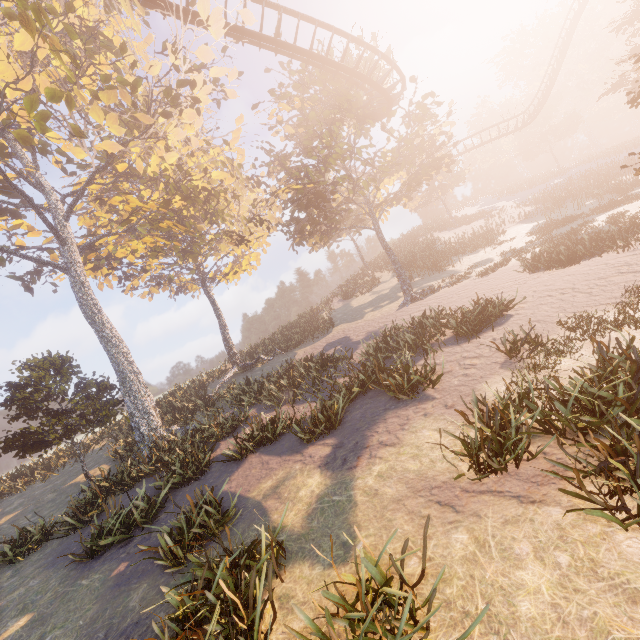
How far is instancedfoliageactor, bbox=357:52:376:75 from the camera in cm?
1834

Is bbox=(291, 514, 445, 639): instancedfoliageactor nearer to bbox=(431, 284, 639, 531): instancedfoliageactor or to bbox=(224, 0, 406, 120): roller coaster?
bbox=(431, 284, 639, 531): instancedfoliageactor

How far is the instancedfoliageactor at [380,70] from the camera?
18.80m

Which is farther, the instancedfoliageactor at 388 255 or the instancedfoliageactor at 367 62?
the instancedfoliageactor at 367 62

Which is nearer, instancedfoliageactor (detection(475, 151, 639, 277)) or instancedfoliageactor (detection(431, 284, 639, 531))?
instancedfoliageactor (detection(431, 284, 639, 531))

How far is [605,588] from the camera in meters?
3.6
